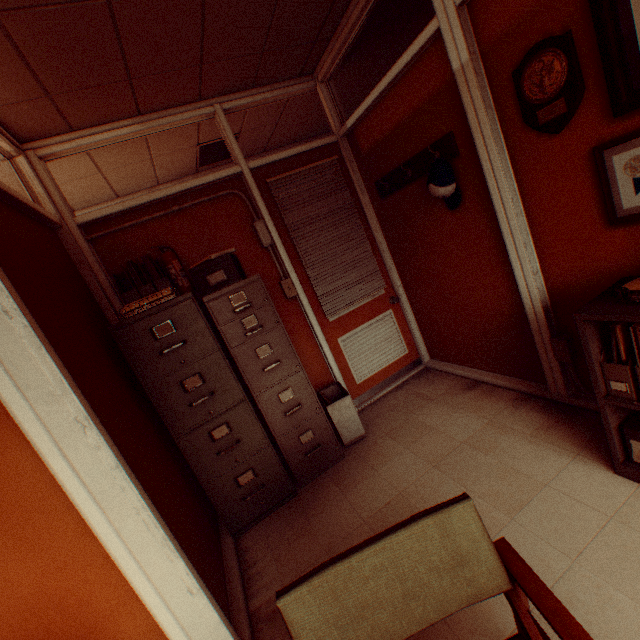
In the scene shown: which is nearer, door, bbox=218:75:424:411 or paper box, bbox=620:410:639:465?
paper box, bbox=620:410:639:465

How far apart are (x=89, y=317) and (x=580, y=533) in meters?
3.3

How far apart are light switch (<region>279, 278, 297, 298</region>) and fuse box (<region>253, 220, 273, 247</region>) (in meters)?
0.44

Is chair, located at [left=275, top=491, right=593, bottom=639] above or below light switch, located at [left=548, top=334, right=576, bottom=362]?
above

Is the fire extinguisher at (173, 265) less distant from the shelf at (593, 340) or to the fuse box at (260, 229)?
the fuse box at (260, 229)

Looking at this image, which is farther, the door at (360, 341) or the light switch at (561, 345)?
the door at (360, 341)

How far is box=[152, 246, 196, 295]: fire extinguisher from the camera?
2.8 meters

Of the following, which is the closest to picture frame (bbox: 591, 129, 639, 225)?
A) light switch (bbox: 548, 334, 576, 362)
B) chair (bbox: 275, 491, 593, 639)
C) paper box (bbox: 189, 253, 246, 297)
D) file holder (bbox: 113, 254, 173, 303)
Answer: light switch (bbox: 548, 334, 576, 362)
